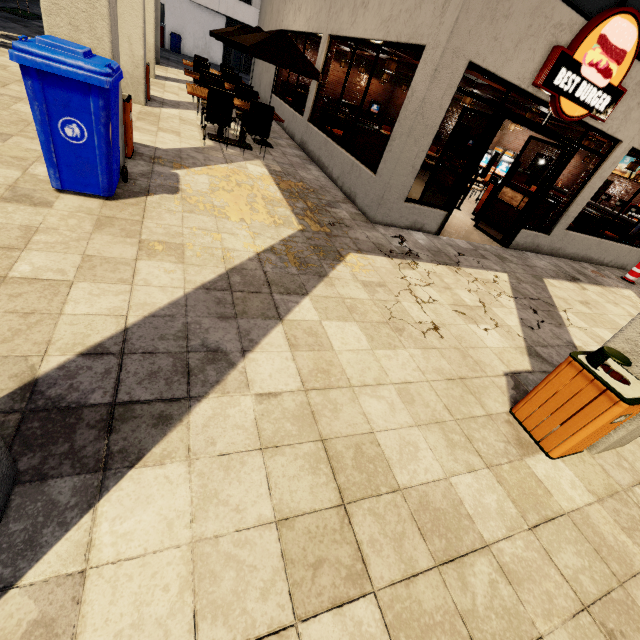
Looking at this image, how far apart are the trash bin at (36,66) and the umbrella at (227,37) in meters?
4.1 m

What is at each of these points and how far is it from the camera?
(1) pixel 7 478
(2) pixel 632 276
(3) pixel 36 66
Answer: (1) building, 1.43m
(2) plastic barricade, 8.95m
(3) trash bin, 2.81m

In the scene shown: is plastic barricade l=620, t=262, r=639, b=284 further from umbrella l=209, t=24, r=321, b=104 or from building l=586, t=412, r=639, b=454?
umbrella l=209, t=24, r=321, b=104

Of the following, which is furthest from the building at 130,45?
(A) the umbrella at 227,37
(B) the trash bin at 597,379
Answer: (A) the umbrella at 227,37

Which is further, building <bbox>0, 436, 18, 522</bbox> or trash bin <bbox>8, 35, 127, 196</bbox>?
trash bin <bbox>8, 35, 127, 196</bbox>

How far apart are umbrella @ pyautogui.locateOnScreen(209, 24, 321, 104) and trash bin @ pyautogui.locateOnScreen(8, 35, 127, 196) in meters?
4.1 m

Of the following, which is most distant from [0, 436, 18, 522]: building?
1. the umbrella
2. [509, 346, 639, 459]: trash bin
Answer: the umbrella

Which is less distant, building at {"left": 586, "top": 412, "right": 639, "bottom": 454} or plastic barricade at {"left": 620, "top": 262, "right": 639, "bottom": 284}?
building at {"left": 586, "top": 412, "right": 639, "bottom": 454}
